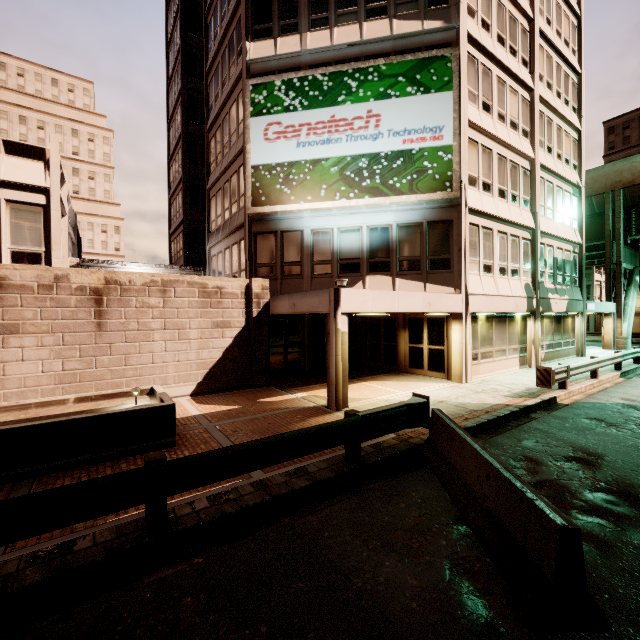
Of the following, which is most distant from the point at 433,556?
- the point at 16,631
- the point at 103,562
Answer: the point at 16,631

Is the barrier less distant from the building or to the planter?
the building

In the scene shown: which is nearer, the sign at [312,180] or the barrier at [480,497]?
the barrier at [480,497]

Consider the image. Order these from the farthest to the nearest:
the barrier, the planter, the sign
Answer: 1. the sign
2. the planter
3. the barrier

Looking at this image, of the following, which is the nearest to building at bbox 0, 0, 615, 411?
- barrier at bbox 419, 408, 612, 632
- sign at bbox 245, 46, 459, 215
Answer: sign at bbox 245, 46, 459, 215

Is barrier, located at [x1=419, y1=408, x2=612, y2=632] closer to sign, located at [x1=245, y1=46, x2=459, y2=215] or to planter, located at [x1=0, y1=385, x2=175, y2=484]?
planter, located at [x1=0, y1=385, x2=175, y2=484]

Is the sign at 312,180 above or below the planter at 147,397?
above

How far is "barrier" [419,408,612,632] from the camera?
3.04m
